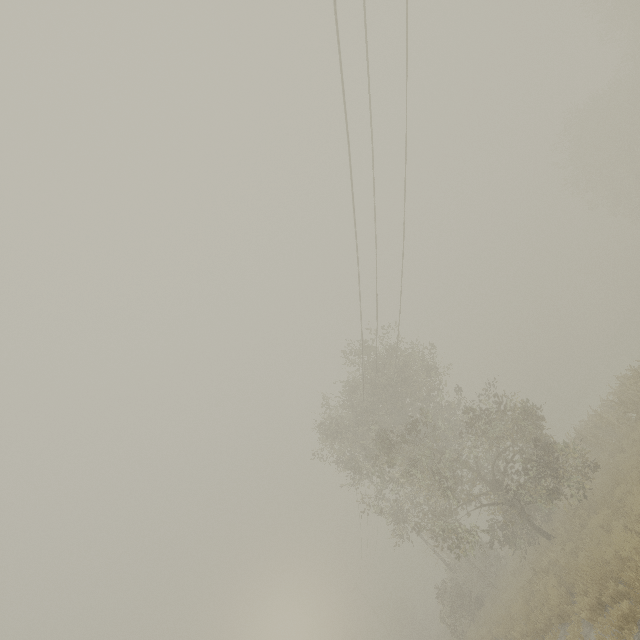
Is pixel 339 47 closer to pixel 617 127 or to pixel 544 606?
pixel 544 606
